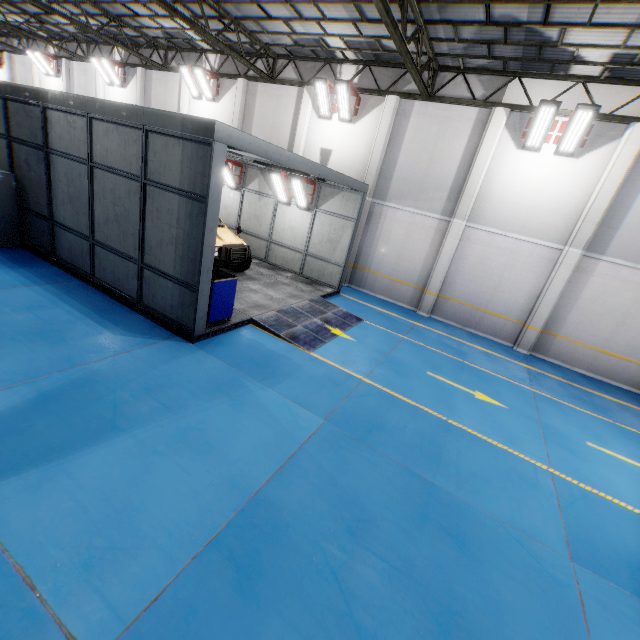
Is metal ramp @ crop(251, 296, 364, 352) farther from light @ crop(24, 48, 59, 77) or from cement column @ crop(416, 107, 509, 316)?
light @ crop(24, 48, 59, 77)

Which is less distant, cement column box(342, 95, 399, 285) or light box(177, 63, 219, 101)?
cement column box(342, 95, 399, 285)

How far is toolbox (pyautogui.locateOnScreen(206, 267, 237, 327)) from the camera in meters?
7.5

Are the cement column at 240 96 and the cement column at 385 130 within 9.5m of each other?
yes

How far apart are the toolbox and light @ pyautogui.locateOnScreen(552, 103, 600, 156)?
11.2m

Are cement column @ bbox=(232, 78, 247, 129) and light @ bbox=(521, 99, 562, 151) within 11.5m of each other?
no

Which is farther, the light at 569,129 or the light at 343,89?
the light at 343,89

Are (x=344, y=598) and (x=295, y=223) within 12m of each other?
no
